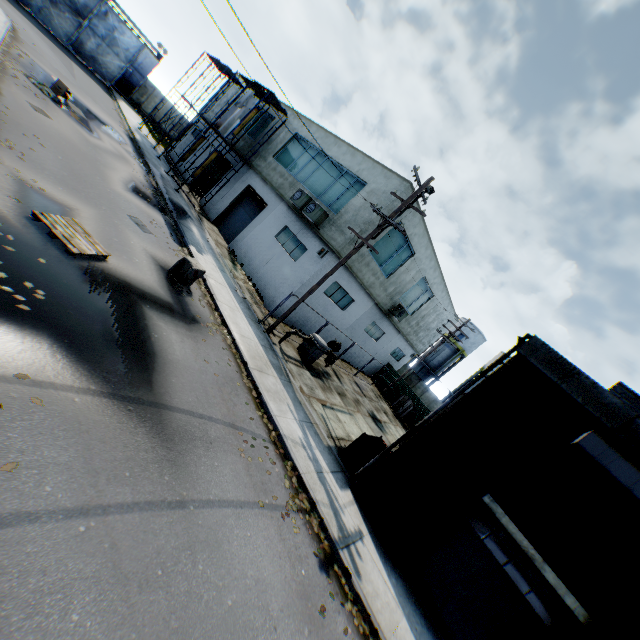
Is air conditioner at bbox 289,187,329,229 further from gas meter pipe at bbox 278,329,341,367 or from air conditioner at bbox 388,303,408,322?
air conditioner at bbox 388,303,408,322

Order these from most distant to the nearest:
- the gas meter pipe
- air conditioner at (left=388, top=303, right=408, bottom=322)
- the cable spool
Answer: the cable spool < air conditioner at (left=388, top=303, right=408, bottom=322) < the gas meter pipe

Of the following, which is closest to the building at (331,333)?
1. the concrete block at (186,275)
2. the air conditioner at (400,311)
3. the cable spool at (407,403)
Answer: the air conditioner at (400,311)

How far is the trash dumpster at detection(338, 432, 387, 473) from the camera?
10.8m

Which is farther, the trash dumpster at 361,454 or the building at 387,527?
the trash dumpster at 361,454

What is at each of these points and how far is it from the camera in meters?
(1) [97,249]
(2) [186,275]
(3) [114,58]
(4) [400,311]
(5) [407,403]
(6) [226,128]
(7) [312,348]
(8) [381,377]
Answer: (1) wooden pallet, 8.5
(2) concrete block, 11.3
(3) metal gate, 32.6
(4) air conditioner, 22.8
(5) cable spool, 26.8
(6) plywood, 21.8
(7) gas meter pipe, 16.5
(8) metal fence, 29.8

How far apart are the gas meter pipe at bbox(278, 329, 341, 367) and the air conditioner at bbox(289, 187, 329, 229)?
5.7m

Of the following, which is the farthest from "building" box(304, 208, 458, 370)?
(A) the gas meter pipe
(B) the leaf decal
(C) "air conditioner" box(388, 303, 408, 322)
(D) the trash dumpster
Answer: (B) the leaf decal
